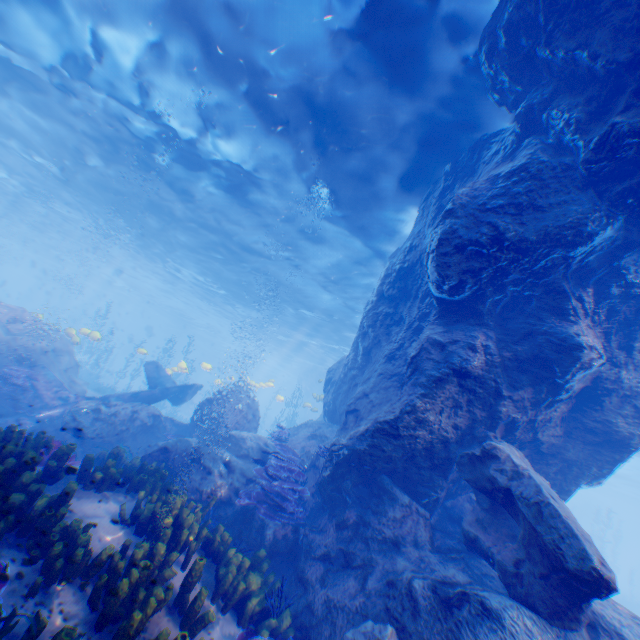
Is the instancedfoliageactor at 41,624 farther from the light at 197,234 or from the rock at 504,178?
the light at 197,234

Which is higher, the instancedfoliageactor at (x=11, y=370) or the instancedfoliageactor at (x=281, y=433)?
the instancedfoliageactor at (x=281, y=433)

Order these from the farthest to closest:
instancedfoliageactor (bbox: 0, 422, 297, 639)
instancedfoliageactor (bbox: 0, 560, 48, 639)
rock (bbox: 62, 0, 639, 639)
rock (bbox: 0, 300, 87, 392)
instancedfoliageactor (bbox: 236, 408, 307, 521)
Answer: rock (bbox: 0, 300, 87, 392)
instancedfoliageactor (bbox: 236, 408, 307, 521)
rock (bbox: 62, 0, 639, 639)
instancedfoliageactor (bbox: 0, 422, 297, 639)
instancedfoliageactor (bbox: 0, 560, 48, 639)

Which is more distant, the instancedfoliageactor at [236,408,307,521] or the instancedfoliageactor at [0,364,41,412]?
the instancedfoliageactor at [0,364,41,412]

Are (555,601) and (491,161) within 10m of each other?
yes

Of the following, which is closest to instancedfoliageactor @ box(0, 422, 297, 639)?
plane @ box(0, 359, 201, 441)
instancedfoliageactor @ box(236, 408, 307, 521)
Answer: plane @ box(0, 359, 201, 441)
